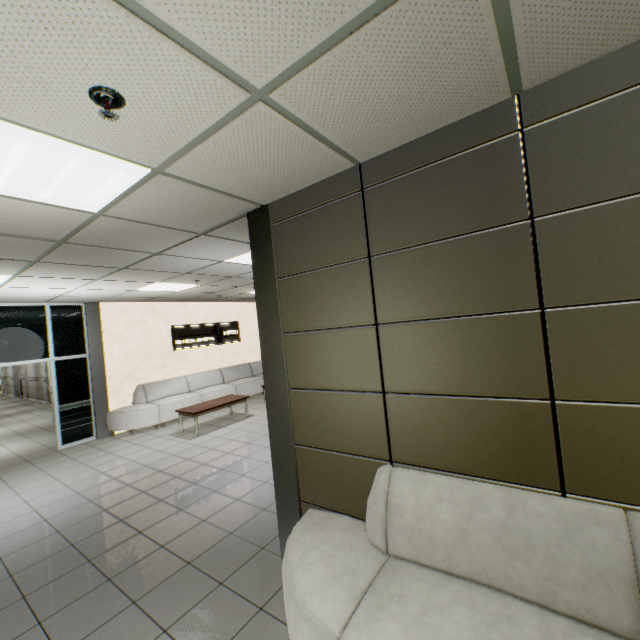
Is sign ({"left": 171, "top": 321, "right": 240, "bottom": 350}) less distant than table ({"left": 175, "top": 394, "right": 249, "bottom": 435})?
Answer: No

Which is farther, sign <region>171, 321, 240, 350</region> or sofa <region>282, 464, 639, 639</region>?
sign <region>171, 321, 240, 350</region>

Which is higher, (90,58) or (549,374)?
(90,58)

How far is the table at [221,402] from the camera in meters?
7.1 m

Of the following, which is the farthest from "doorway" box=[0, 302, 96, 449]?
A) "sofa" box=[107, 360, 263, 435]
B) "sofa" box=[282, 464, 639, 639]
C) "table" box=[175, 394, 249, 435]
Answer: "sofa" box=[282, 464, 639, 639]

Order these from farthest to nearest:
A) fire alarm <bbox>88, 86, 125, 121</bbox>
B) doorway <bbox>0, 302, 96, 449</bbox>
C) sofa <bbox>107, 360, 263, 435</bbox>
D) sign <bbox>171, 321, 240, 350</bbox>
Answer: sign <bbox>171, 321, 240, 350</bbox> < sofa <bbox>107, 360, 263, 435</bbox> < doorway <bbox>0, 302, 96, 449</bbox> < fire alarm <bbox>88, 86, 125, 121</bbox>

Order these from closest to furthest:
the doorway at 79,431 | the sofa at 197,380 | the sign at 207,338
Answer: the doorway at 79,431 < the sofa at 197,380 < the sign at 207,338

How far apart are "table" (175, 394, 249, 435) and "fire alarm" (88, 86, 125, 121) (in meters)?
6.56
